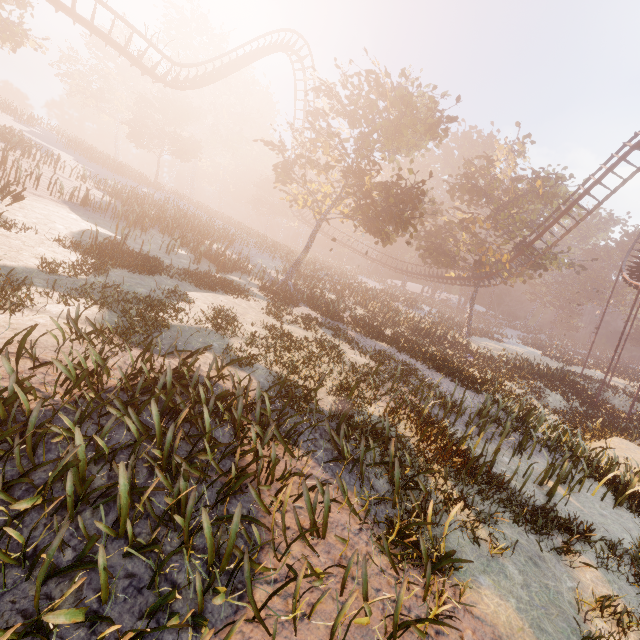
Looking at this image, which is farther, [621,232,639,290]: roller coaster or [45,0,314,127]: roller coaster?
[621,232,639,290]: roller coaster

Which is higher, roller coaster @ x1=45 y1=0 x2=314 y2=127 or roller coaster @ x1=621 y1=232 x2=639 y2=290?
roller coaster @ x1=45 y1=0 x2=314 y2=127

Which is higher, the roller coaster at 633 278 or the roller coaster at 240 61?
the roller coaster at 240 61

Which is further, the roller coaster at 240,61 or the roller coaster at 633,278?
the roller coaster at 633,278

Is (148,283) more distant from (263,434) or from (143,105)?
(143,105)
